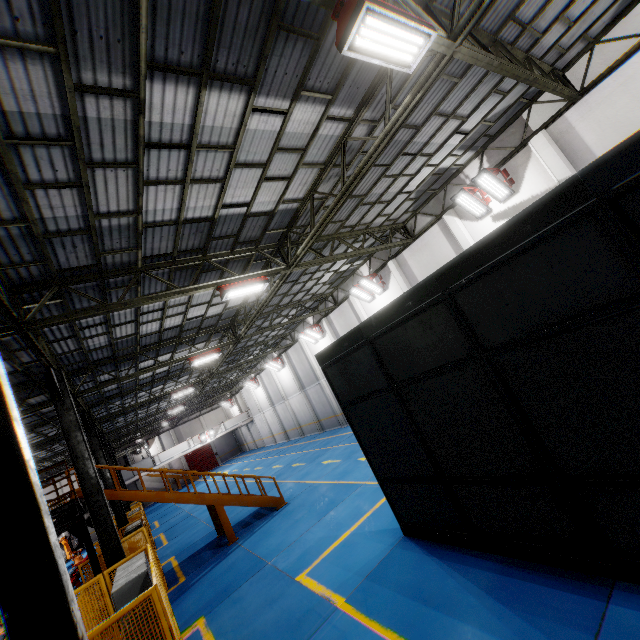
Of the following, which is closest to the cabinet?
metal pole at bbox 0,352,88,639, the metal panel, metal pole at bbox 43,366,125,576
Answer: the metal panel

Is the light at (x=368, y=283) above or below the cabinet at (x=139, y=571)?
above

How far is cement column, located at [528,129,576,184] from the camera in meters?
10.7 m

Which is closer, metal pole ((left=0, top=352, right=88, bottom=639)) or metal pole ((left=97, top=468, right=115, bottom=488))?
metal pole ((left=0, top=352, right=88, bottom=639))

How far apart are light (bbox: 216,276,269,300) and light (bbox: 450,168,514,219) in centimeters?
849cm

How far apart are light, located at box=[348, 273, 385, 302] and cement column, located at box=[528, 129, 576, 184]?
8.8m

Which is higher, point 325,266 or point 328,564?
point 325,266

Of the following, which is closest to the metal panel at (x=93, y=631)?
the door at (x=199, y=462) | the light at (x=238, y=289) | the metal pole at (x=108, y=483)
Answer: the metal pole at (x=108, y=483)
